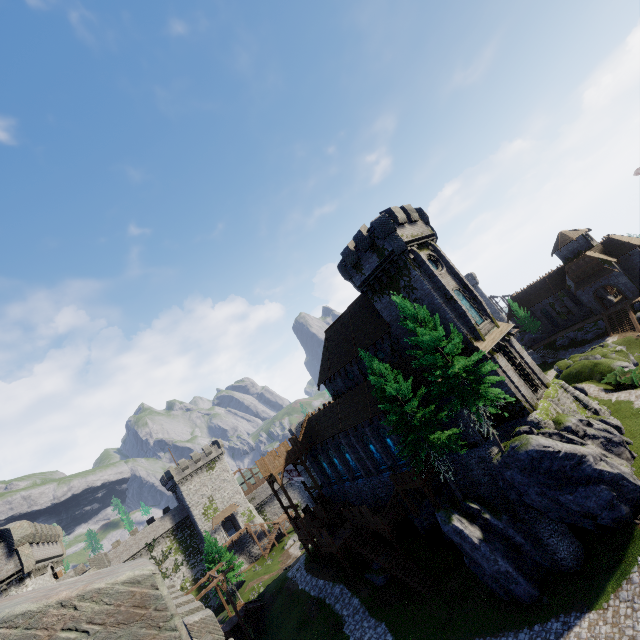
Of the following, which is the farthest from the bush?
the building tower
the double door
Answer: the building tower

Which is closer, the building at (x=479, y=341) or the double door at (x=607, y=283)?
the building at (x=479, y=341)

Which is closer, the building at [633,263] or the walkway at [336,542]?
the walkway at [336,542]

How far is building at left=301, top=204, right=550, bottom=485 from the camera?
26.52m

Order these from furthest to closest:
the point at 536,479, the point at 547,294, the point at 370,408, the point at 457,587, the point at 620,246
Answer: the point at 547,294 < the point at 620,246 < the point at 370,408 < the point at 457,587 < the point at 536,479

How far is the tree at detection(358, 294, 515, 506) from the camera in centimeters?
2077cm

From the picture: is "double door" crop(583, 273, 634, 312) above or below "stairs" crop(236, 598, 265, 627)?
above

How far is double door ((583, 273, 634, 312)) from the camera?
47.8 meters
